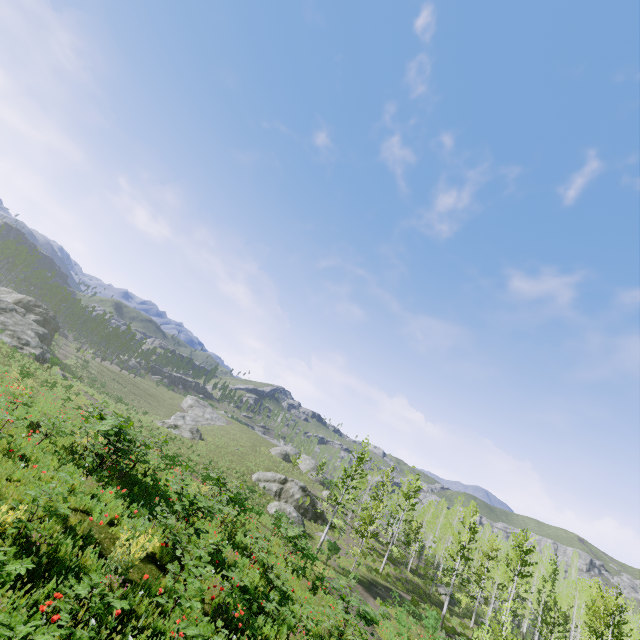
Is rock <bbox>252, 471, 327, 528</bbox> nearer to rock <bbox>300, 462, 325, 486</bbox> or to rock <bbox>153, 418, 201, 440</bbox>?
rock <bbox>153, 418, 201, 440</bbox>

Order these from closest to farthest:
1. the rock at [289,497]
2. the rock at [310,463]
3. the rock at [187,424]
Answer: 1. the rock at [289,497]
2. the rock at [187,424]
3. the rock at [310,463]

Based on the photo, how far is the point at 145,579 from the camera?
5.41m

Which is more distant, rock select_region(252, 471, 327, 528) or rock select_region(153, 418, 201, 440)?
rock select_region(153, 418, 201, 440)

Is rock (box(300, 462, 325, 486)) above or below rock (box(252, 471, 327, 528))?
above

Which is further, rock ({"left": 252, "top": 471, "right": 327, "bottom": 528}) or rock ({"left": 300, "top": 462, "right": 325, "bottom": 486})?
rock ({"left": 300, "top": 462, "right": 325, "bottom": 486})

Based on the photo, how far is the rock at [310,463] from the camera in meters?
56.3

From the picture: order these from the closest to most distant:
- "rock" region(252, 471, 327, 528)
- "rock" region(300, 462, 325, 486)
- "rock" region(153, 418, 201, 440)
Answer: "rock" region(252, 471, 327, 528) < "rock" region(153, 418, 201, 440) < "rock" region(300, 462, 325, 486)
